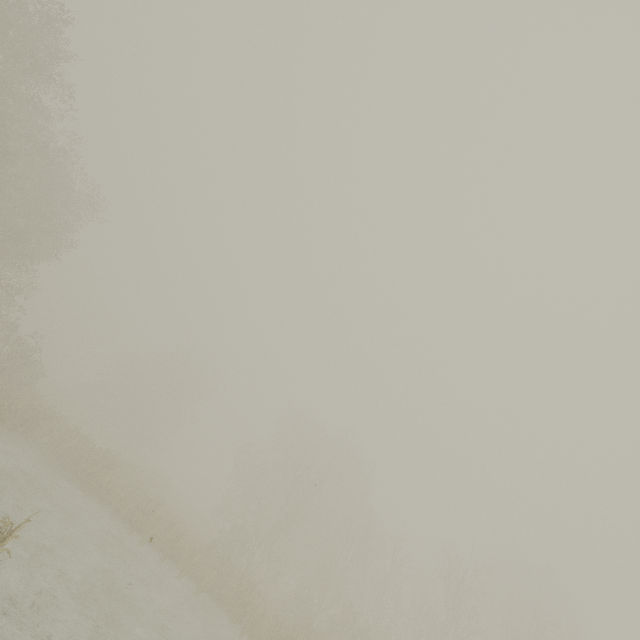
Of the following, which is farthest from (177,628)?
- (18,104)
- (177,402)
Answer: (177,402)
